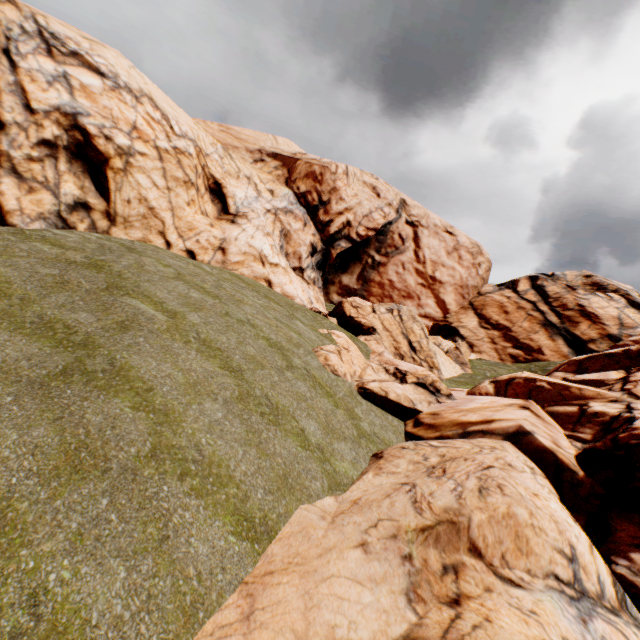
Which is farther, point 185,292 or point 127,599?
point 185,292
